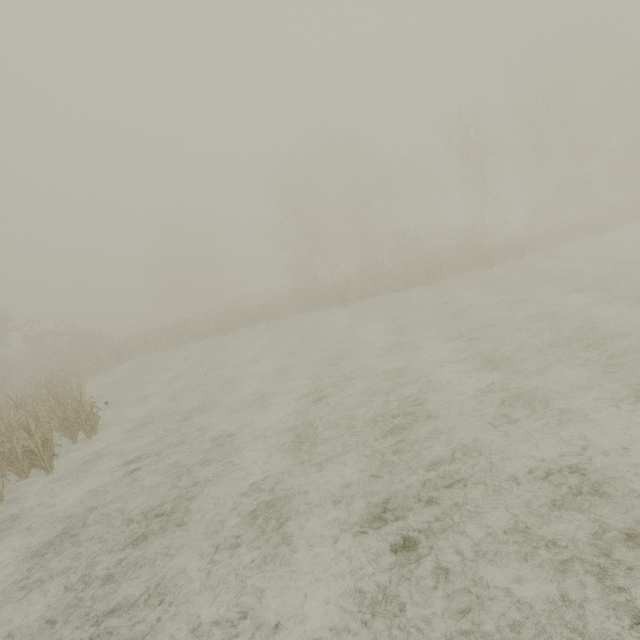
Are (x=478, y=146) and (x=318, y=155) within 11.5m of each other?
no
